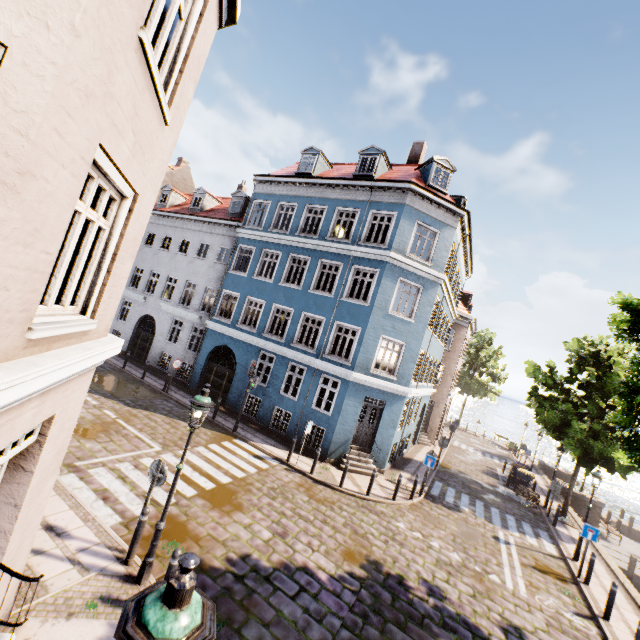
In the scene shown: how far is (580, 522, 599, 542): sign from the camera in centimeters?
1165cm

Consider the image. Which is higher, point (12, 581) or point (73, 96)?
point (73, 96)

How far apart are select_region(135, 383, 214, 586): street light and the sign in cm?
1430

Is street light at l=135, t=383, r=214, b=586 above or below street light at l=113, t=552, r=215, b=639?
below

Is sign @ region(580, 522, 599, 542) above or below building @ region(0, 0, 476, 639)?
below

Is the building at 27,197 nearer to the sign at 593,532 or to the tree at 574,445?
the tree at 574,445

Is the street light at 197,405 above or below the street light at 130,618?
below

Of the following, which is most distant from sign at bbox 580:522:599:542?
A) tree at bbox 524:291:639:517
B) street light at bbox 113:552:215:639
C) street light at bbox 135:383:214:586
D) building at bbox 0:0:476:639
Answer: street light at bbox 113:552:215:639
